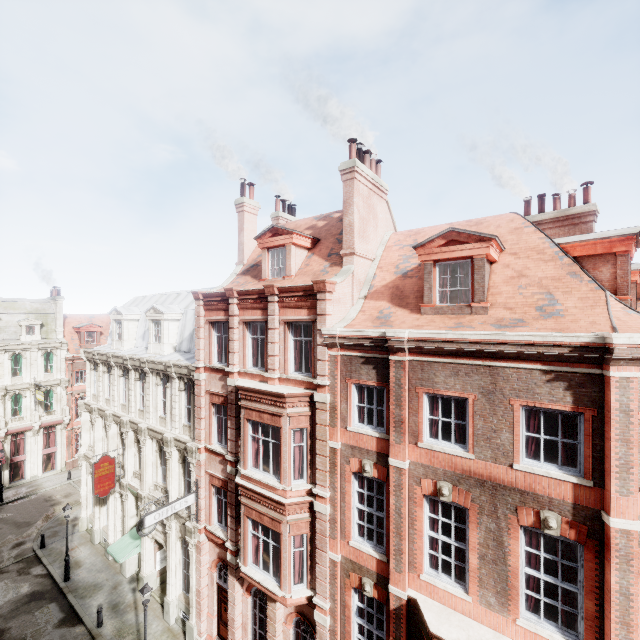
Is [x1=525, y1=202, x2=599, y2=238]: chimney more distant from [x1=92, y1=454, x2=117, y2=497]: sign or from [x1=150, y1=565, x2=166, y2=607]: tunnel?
[x1=150, y1=565, x2=166, y2=607]: tunnel

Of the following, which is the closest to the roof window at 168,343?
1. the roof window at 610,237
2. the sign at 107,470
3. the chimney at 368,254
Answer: the sign at 107,470

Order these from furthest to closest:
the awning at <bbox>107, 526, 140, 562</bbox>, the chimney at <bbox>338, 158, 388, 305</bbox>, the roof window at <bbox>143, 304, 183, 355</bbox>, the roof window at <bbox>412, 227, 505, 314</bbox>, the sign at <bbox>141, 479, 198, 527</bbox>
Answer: the roof window at <bbox>143, 304, 183, 355</bbox> → the awning at <bbox>107, 526, 140, 562</bbox> → the sign at <bbox>141, 479, 198, 527</bbox> → the chimney at <bbox>338, 158, 388, 305</bbox> → the roof window at <bbox>412, 227, 505, 314</bbox>

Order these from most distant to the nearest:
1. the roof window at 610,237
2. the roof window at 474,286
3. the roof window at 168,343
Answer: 1. the roof window at 168,343
2. the roof window at 610,237
3. the roof window at 474,286

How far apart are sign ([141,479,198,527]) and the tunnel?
7.0m

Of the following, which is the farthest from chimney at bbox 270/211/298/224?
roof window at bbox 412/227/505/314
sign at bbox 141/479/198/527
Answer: sign at bbox 141/479/198/527

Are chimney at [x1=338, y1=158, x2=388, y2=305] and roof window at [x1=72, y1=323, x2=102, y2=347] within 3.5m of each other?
no

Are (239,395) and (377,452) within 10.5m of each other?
A: yes
